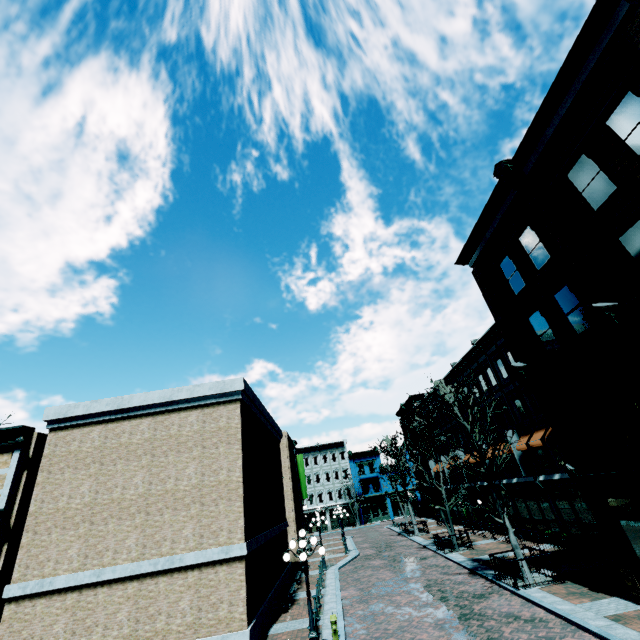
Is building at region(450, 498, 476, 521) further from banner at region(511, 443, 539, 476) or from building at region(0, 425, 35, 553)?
building at region(0, 425, 35, 553)

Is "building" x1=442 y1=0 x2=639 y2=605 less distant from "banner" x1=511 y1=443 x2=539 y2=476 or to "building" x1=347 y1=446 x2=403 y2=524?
"banner" x1=511 y1=443 x2=539 y2=476

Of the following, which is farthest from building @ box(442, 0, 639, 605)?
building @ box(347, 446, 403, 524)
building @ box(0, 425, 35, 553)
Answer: building @ box(347, 446, 403, 524)

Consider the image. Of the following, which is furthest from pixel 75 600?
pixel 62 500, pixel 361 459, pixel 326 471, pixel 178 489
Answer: pixel 361 459

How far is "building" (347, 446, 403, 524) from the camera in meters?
53.4

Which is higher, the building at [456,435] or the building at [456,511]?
the building at [456,435]

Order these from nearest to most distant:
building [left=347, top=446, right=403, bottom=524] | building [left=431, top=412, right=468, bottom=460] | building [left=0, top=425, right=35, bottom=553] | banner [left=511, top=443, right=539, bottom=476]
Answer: building [left=0, top=425, right=35, bottom=553] → banner [left=511, top=443, right=539, bottom=476] → building [left=431, top=412, right=468, bottom=460] → building [left=347, top=446, right=403, bottom=524]

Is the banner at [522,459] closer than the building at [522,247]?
No
